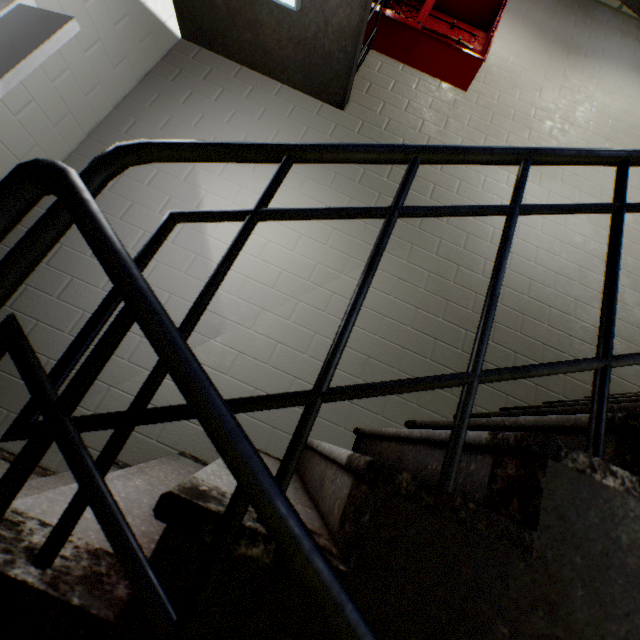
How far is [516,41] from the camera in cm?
359

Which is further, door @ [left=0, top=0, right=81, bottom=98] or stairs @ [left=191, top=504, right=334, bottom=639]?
door @ [left=0, top=0, right=81, bottom=98]

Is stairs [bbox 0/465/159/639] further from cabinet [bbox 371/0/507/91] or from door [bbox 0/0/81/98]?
cabinet [bbox 371/0/507/91]

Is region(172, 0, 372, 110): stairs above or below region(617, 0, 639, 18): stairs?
above

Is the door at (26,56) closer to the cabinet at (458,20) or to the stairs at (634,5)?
the stairs at (634,5)

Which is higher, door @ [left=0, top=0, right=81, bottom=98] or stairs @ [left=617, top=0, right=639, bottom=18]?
stairs @ [left=617, top=0, right=639, bottom=18]

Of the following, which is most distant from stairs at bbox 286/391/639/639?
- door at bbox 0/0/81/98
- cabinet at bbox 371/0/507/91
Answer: cabinet at bbox 371/0/507/91
